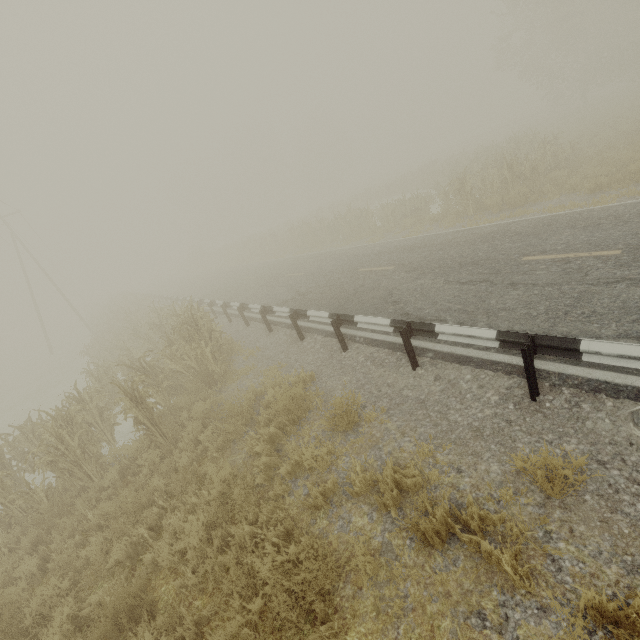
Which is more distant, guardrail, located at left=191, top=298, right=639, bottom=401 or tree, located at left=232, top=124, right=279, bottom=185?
tree, located at left=232, top=124, right=279, bottom=185

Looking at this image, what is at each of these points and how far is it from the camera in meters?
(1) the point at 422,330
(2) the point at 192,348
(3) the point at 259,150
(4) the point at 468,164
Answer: (1) guardrail, 5.6 m
(2) tree, 8.2 m
(3) tree, 59.1 m
(4) tree, 21.3 m

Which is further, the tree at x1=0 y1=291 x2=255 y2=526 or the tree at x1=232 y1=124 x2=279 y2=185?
the tree at x1=232 y1=124 x2=279 y2=185

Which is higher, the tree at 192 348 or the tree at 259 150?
the tree at 259 150

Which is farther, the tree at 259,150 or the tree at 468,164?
the tree at 259,150

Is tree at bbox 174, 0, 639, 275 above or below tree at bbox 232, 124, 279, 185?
below

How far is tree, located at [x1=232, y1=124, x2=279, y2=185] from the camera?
57.3 meters
